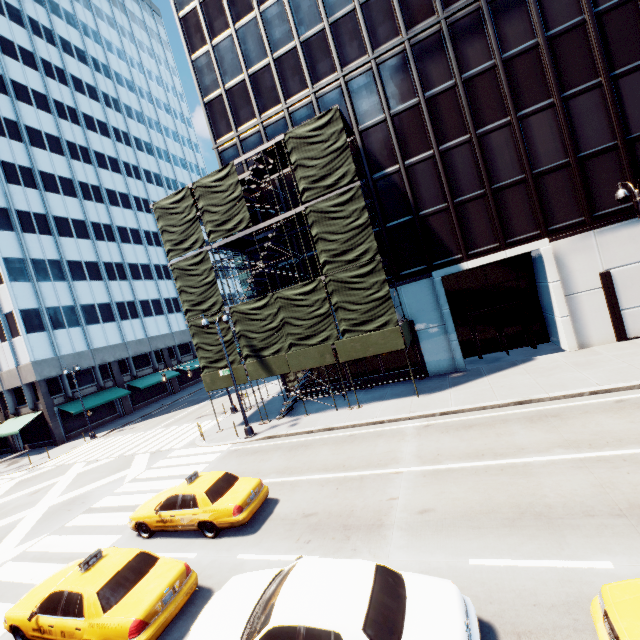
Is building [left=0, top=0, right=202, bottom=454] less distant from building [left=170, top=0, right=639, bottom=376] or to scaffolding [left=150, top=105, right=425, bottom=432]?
scaffolding [left=150, top=105, right=425, bottom=432]

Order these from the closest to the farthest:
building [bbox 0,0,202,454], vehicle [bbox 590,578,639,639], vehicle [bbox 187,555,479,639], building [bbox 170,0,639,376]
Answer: vehicle [bbox 590,578,639,639]
vehicle [bbox 187,555,479,639]
building [bbox 170,0,639,376]
building [bbox 0,0,202,454]

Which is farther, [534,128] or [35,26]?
[35,26]

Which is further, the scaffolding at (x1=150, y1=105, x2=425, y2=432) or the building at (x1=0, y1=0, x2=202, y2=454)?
the building at (x1=0, y1=0, x2=202, y2=454)

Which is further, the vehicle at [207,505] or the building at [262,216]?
the building at [262,216]

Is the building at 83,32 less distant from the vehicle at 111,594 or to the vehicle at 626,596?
the vehicle at 111,594

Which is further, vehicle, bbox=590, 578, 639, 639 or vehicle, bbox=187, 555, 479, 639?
vehicle, bbox=187, 555, 479, 639

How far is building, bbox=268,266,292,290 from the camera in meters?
22.7 m
